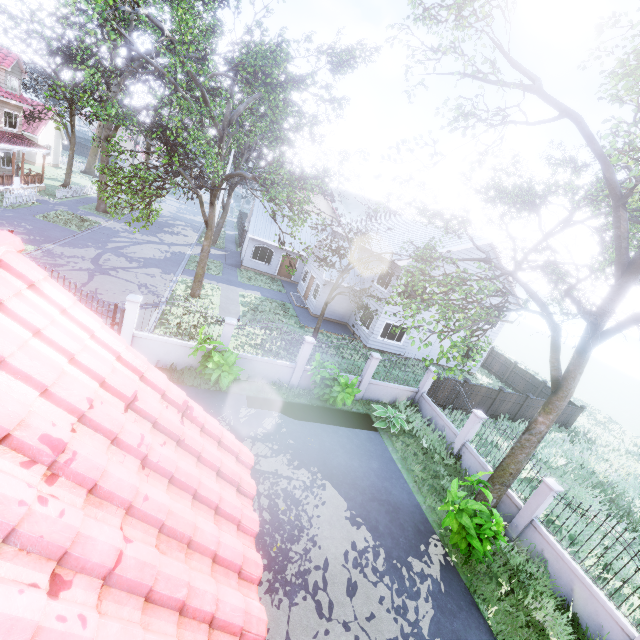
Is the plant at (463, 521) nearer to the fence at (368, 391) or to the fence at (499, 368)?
the fence at (368, 391)

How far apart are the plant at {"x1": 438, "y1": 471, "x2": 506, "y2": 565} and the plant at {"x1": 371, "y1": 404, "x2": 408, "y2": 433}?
3.6m

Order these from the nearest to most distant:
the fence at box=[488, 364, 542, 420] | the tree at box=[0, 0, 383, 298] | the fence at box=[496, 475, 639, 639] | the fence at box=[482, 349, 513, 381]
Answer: the fence at box=[496, 475, 639, 639] → the tree at box=[0, 0, 383, 298] → the fence at box=[488, 364, 542, 420] → the fence at box=[482, 349, 513, 381]

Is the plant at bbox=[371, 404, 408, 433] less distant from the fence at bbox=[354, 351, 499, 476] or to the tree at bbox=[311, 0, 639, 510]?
the fence at bbox=[354, 351, 499, 476]

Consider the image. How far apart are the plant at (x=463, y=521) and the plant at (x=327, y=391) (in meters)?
4.52

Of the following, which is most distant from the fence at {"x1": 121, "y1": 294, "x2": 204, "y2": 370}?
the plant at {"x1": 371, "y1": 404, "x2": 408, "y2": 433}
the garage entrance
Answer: the garage entrance

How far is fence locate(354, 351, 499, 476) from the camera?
12.8m

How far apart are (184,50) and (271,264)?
20.3m
